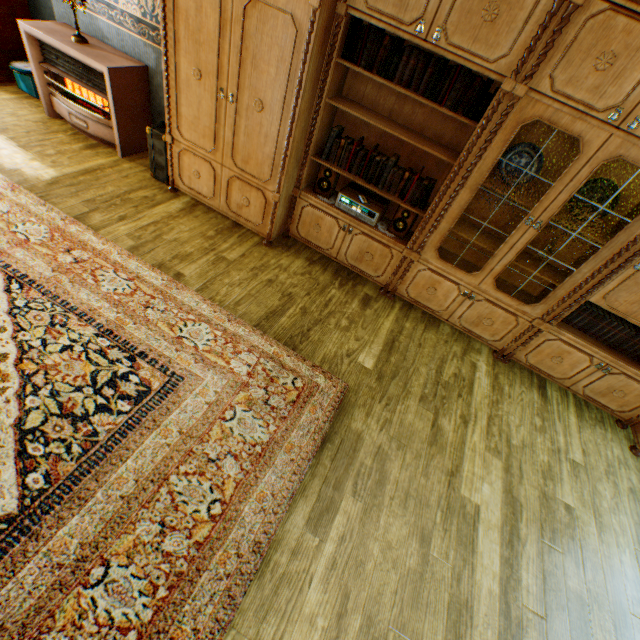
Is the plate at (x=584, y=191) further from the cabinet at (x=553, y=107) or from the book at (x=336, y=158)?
the book at (x=336, y=158)

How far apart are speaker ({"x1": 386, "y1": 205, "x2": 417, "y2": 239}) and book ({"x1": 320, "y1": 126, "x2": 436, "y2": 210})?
0.0 meters

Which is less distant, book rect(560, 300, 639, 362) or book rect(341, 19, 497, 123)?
book rect(341, 19, 497, 123)

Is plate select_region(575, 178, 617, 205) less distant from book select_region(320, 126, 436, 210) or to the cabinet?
the cabinet

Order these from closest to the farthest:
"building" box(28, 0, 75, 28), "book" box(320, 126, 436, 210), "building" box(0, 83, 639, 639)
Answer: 1. "building" box(0, 83, 639, 639)
2. "book" box(320, 126, 436, 210)
3. "building" box(28, 0, 75, 28)

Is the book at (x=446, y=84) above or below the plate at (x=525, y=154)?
above

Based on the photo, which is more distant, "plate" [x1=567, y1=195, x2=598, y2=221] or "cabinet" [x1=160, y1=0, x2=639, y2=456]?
→ "plate" [x1=567, y1=195, x2=598, y2=221]

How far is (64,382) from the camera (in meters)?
2.01
